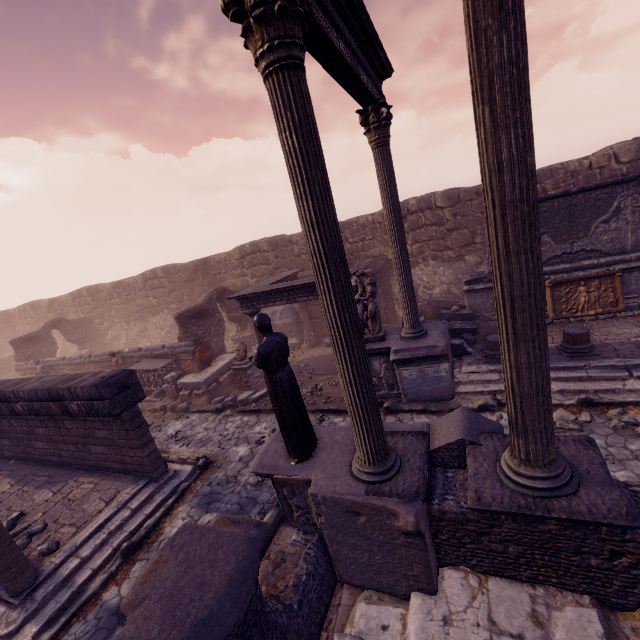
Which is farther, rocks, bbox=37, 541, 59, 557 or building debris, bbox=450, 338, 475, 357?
building debris, bbox=450, 338, 475, 357

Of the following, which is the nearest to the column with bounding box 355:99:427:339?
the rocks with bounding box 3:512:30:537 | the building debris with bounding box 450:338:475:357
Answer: the building debris with bounding box 450:338:475:357

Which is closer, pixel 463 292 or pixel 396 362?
pixel 396 362

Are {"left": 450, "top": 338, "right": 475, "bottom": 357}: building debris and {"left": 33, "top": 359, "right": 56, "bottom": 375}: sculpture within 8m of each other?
no

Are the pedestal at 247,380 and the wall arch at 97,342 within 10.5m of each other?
no

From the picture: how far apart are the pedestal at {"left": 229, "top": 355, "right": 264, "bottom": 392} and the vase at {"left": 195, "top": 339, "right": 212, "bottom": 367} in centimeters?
129cm

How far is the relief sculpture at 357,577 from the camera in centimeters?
382cm

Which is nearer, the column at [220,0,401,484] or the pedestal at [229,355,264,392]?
the column at [220,0,401,484]
